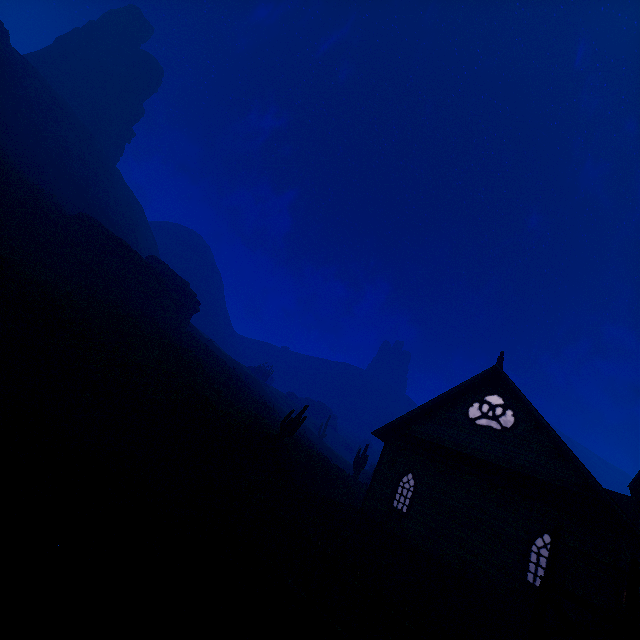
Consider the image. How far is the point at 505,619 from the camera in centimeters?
1180cm

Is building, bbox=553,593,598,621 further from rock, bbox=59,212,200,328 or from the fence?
rock, bbox=59,212,200,328

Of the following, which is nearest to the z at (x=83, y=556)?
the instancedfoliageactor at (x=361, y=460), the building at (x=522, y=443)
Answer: the building at (x=522, y=443)

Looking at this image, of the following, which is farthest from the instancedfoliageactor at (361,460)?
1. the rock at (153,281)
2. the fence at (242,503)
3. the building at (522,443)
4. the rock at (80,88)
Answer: the rock at (80,88)

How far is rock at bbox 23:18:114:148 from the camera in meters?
54.5 m

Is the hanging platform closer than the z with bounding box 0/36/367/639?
No

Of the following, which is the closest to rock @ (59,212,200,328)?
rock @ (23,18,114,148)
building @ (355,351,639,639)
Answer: building @ (355,351,639,639)

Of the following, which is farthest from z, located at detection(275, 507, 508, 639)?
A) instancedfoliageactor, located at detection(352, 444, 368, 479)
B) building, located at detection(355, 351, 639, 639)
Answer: instancedfoliageactor, located at detection(352, 444, 368, 479)
